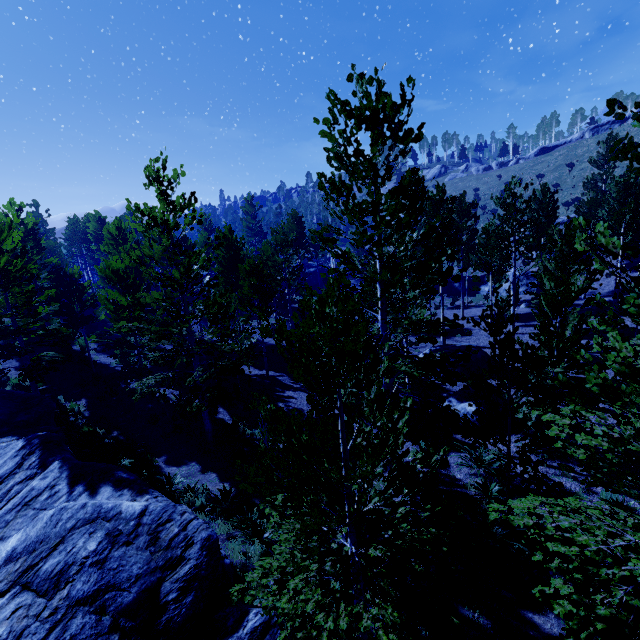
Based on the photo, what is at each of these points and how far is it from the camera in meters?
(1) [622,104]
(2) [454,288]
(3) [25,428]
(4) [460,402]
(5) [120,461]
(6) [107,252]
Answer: (1) instancedfoliageactor, 2.3 m
(2) rock, 37.8 m
(3) rock, 10.9 m
(4) rock, 14.7 m
(5) instancedfoliageactor, 10.9 m
(6) instancedfoliageactor, 21.4 m

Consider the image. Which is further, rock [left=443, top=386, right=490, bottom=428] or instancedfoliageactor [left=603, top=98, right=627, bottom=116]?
rock [left=443, top=386, right=490, bottom=428]

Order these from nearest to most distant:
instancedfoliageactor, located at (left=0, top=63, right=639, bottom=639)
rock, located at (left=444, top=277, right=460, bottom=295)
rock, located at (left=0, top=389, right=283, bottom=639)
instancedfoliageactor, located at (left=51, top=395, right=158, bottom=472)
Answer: instancedfoliageactor, located at (left=0, top=63, right=639, bottom=639), rock, located at (left=0, top=389, right=283, bottom=639), instancedfoliageactor, located at (left=51, top=395, right=158, bottom=472), rock, located at (left=444, top=277, right=460, bottom=295)

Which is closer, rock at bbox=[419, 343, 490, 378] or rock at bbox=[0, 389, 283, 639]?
rock at bbox=[0, 389, 283, 639]

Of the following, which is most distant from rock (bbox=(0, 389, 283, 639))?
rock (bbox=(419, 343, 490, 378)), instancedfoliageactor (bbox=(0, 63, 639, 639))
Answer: rock (bbox=(419, 343, 490, 378))

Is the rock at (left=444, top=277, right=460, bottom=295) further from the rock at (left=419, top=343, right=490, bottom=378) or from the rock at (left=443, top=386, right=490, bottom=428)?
the rock at (left=443, top=386, right=490, bottom=428)

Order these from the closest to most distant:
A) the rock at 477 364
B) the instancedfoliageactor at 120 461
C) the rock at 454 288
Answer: the instancedfoliageactor at 120 461
the rock at 477 364
the rock at 454 288

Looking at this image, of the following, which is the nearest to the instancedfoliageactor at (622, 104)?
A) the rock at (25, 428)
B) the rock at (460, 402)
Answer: the rock at (25, 428)
